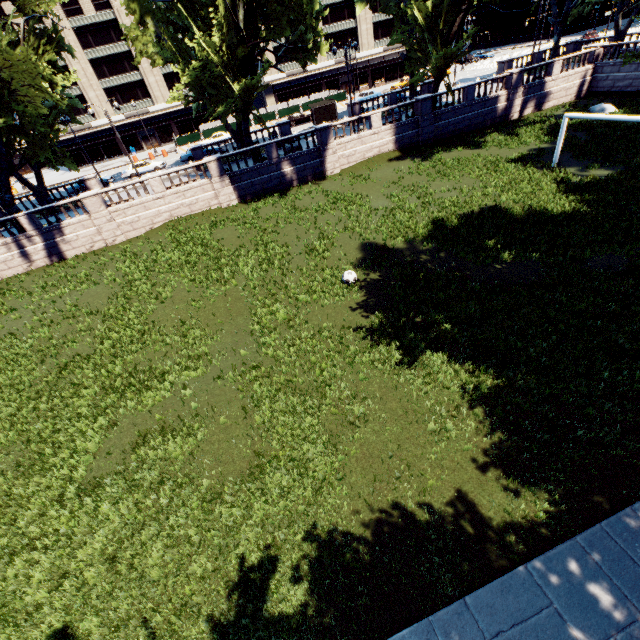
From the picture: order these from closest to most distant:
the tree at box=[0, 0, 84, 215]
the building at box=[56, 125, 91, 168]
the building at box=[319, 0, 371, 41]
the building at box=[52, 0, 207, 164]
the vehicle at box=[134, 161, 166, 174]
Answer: the tree at box=[0, 0, 84, 215]
the vehicle at box=[134, 161, 166, 174]
the building at box=[52, 0, 207, 164]
the building at box=[56, 125, 91, 168]
the building at box=[319, 0, 371, 41]

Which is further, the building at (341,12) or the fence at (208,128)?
the building at (341,12)

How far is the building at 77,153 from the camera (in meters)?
54.88

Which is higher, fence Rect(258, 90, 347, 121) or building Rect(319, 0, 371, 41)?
building Rect(319, 0, 371, 41)

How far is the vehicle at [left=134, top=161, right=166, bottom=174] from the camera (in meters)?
39.16

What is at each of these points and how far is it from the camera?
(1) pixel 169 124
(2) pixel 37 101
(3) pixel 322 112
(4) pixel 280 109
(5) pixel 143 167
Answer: (1) building, 59.0 meters
(2) tree, 21.5 meters
(3) bus stop, 40.5 meters
(4) fence, 50.2 meters
(5) vehicle, 39.2 meters

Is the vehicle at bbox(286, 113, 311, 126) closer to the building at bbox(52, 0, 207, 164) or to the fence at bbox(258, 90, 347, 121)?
the fence at bbox(258, 90, 347, 121)

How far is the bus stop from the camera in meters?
40.1 m
